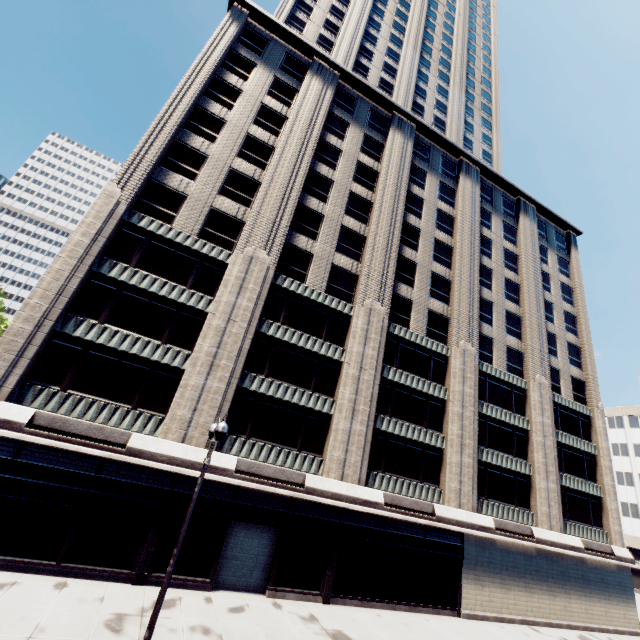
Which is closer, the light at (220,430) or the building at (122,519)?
the light at (220,430)

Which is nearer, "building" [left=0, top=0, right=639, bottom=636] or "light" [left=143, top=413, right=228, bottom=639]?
"light" [left=143, top=413, right=228, bottom=639]

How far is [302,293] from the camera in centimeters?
2392cm
